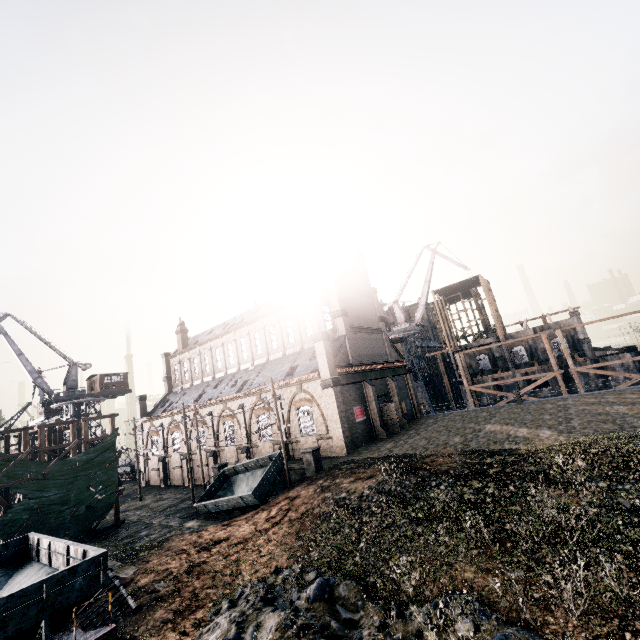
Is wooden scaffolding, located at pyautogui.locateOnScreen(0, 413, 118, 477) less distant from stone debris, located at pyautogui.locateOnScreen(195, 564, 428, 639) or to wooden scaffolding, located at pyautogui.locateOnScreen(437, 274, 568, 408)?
stone debris, located at pyautogui.locateOnScreen(195, 564, 428, 639)

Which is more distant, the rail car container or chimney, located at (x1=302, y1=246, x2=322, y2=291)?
chimney, located at (x1=302, y1=246, x2=322, y2=291)

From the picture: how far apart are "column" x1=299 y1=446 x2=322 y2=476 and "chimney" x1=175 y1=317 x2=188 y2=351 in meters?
37.8

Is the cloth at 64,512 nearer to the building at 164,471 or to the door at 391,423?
the building at 164,471

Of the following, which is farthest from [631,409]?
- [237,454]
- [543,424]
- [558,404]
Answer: [237,454]

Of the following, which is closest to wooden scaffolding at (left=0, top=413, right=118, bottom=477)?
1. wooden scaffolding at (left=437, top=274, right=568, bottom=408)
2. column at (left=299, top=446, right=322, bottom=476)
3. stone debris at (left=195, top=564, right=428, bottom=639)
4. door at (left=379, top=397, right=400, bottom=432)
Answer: column at (left=299, top=446, right=322, bottom=476)

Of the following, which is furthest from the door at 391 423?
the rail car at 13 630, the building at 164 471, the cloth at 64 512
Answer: the rail car at 13 630

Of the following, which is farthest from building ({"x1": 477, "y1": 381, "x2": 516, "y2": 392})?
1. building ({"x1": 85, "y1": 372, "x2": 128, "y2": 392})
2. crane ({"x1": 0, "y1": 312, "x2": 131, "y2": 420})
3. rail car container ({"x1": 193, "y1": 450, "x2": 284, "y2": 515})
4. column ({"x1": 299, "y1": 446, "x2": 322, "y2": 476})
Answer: crane ({"x1": 0, "y1": 312, "x2": 131, "y2": 420})
